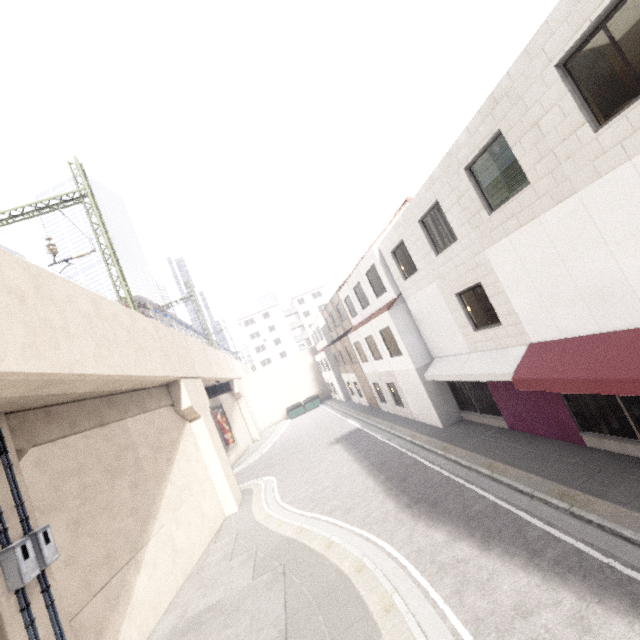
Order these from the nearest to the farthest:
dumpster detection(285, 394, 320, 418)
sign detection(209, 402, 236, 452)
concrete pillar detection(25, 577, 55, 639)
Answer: concrete pillar detection(25, 577, 55, 639), sign detection(209, 402, 236, 452), dumpster detection(285, 394, 320, 418)

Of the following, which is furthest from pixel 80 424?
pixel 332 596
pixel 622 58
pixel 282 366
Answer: pixel 282 366

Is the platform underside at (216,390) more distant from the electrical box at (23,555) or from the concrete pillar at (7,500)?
the electrical box at (23,555)

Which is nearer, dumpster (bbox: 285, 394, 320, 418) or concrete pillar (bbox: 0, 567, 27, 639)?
concrete pillar (bbox: 0, 567, 27, 639)

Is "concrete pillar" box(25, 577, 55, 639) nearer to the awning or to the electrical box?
the electrical box

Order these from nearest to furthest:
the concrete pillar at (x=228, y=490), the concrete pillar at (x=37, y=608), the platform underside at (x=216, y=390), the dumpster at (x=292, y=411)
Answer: the concrete pillar at (x=37, y=608) < the concrete pillar at (x=228, y=490) < the platform underside at (x=216, y=390) < the dumpster at (x=292, y=411)

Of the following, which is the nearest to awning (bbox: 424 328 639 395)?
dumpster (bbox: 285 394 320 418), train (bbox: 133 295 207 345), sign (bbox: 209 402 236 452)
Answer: train (bbox: 133 295 207 345)

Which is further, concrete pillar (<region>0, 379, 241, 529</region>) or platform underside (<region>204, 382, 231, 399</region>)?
platform underside (<region>204, 382, 231, 399</region>)
